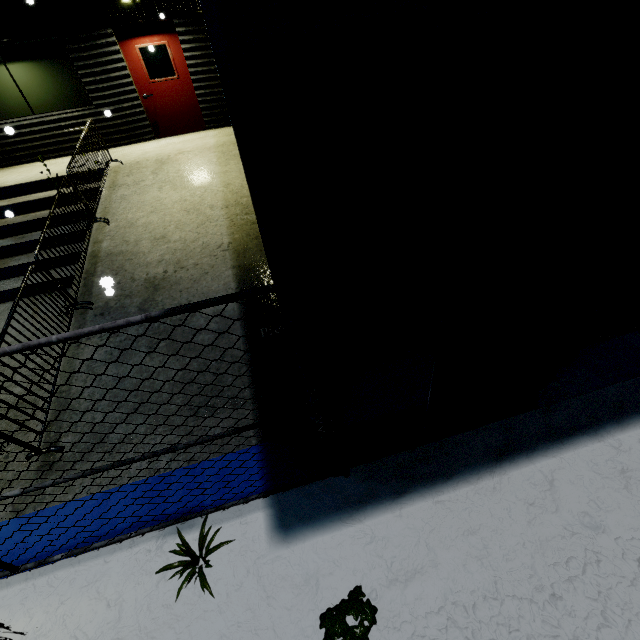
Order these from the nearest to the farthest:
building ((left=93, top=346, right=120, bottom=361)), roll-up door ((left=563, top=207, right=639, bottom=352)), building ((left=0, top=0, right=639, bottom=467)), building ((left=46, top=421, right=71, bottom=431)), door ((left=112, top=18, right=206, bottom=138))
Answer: building ((left=0, top=0, right=639, bottom=467)), roll-up door ((left=563, top=207, right=639, bottom=352)), building ((left=46, top=421, right=71, bottom=431)), building ((left=93, top=346, right=120, bottom=361)), door ((left=112, top=18, right=206, bottom=138))

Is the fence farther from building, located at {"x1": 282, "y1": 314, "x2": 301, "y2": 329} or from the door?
the door

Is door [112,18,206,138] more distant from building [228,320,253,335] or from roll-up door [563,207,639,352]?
roll-up door [563,207,639,352]

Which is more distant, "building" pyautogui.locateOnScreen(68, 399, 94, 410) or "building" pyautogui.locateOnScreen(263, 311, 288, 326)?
"building" pyautogui.locateOnScreen(68, 399, 94, 410)

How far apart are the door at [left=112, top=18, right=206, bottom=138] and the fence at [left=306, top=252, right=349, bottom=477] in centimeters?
975cm

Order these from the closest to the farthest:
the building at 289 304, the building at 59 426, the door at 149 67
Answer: the building at 289 304 < the building at 59 426 < the door at 149 67

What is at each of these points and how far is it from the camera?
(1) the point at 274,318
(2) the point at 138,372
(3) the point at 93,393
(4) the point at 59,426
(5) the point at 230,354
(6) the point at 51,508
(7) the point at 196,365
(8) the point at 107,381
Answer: (1) building, 4.3m
(2) building, 3.9m
(3) building, 3.8m
(4) building, 3.6m
(5) building, 4.0m
(6) building, 3.0m
(7) building, 3.9m
(8) building, 3.9m

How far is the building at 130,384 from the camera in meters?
3.8 m
